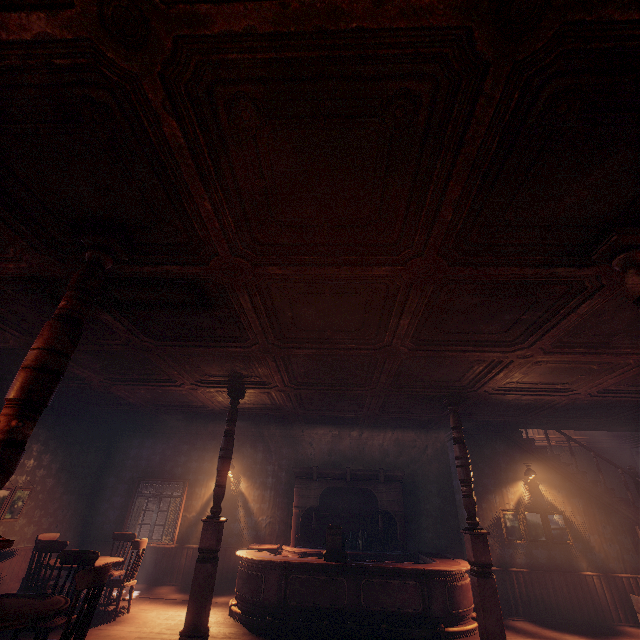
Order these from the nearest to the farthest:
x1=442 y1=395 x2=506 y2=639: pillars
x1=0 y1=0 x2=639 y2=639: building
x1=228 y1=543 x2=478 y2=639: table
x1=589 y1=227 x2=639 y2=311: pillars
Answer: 1. x1=0 y1=0 x2=639 y2=639: building
2. x1=589 y1=227 x2=639 y2=311: pillars
3. x1=442 y1=395 x2=506 y2=639: pillars
4. x1=228 y1=543 x2=478 y2=639: table

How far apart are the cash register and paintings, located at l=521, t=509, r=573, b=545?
3.8m

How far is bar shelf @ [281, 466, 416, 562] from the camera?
8.20m

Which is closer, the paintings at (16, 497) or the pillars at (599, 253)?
the pillars at (599, 253)

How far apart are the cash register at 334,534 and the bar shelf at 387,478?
1.5m

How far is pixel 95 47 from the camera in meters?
1.7 m

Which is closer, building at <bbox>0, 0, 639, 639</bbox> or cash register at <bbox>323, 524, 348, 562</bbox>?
building at <bbox>0, 0, 639, 639</bbox>
